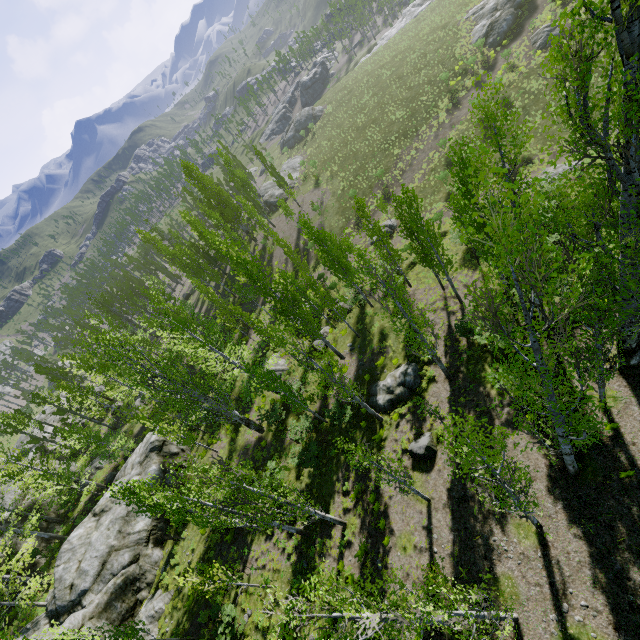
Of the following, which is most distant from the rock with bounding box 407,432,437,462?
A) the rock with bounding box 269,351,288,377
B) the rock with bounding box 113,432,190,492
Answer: the rock with bounding box 113,432,190,492

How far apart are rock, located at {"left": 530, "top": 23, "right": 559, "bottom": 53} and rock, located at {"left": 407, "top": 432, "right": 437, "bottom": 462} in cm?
4118

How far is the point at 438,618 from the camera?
6.6m

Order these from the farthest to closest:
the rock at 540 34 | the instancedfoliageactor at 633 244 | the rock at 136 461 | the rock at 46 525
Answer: the rock at 540 34 < the rock at 46 525 < the rock at 136 461 < the instancedfoliageactor at 633 244

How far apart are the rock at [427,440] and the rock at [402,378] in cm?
275

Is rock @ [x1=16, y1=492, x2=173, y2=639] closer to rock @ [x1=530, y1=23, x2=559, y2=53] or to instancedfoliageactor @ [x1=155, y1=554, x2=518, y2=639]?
instancedfoliageactor @ [x1=155, y1=554, x2=518, y2=639]

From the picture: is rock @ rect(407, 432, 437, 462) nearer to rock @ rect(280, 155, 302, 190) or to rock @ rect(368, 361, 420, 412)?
rock @ rect(368, 361, 420, 412)

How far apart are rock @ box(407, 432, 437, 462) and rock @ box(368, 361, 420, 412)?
2.75m
